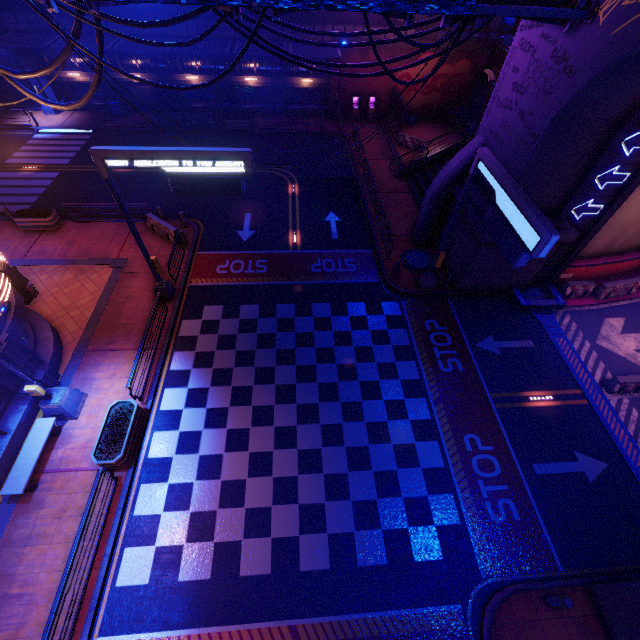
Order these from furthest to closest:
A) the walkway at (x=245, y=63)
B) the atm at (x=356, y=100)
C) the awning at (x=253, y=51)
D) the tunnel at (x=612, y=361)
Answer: the atm at (x=356, y=100) < the walkway at (x=245, y=63) < the awning at (x=253, y=51) < the tunnel at (x=612, y=361)

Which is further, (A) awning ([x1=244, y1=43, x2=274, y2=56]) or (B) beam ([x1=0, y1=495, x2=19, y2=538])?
(A) awning ([x1=244, y1=43, x2=274, y2=56])

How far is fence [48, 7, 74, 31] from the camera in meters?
24.8 m

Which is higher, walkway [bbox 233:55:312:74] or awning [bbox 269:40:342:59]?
awning [bbox 269:40:342:59]

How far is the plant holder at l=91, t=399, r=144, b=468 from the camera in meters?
10.8

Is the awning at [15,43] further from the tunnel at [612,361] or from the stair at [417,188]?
the tunnel at [612,361]

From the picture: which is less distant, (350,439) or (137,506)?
(137,506)

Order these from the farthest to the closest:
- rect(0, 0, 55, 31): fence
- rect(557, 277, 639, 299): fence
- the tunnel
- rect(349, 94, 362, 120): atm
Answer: rect(349, 94, 362, 120): atm
rect(0, 0, 55, 31): fence
rect(557, 277, 639, 299): fence
the tunnel
